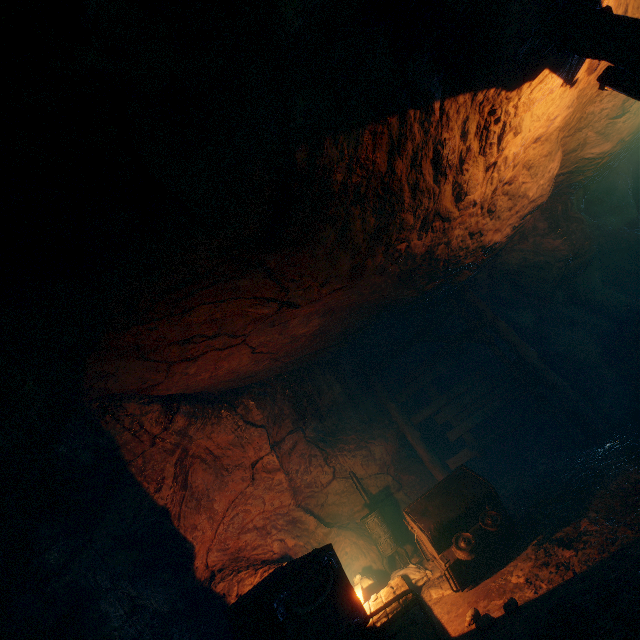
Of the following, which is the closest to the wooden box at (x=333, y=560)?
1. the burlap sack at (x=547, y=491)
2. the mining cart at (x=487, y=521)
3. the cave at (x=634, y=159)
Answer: the burlap sack at (x=547, y=491)

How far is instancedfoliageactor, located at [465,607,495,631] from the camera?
3.89m

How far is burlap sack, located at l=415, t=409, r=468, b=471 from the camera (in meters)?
9.48

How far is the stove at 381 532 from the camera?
7.08m

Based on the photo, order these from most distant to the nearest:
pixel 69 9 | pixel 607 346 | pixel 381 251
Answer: pixel 607 346, pixel 381 251, pixel 69 9

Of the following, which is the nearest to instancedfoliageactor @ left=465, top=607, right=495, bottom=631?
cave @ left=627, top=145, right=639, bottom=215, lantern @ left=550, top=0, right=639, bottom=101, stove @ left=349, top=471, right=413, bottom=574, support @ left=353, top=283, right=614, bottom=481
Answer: stove @ left=349, top=471, right=413, bottom=574

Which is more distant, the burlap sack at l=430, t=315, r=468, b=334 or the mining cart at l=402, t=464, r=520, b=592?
the burlap sack at l=430, t=315, r=468, b=334

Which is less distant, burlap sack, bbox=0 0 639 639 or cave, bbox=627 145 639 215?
burlap sack, bbox=0 0 639 639
